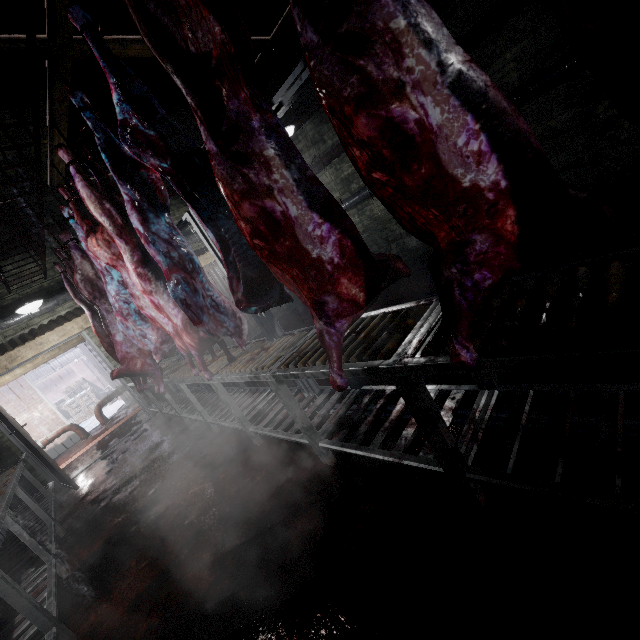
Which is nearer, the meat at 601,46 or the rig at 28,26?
the meat at 601,46

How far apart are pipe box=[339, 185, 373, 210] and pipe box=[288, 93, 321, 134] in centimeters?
140cm

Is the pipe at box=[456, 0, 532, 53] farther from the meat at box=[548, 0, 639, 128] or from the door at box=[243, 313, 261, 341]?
the meat at box=[548, 0, 639, 128]

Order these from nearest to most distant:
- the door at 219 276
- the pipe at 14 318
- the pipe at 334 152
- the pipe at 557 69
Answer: the pipe at 557 69
the pipe at 14 318
the pipe at 334 152
the door at 219 276

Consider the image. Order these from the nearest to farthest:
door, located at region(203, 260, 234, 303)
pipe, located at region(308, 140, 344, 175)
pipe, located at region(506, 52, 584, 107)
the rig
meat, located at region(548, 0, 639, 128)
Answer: meat, located at region(548, 0, 639, 128) < the rig < pipe, located at region(506, 52, 584, 107) < pipe, located at region(308, 140, 344, 175) < door, located at region(203, 260, 234, 303)

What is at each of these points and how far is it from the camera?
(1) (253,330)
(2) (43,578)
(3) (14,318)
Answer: (1) door, 7.7m
(2) table, 2.5m
(3) pipe, 4.8m

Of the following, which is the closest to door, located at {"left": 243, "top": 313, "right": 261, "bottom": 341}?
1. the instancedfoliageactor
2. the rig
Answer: the rig
